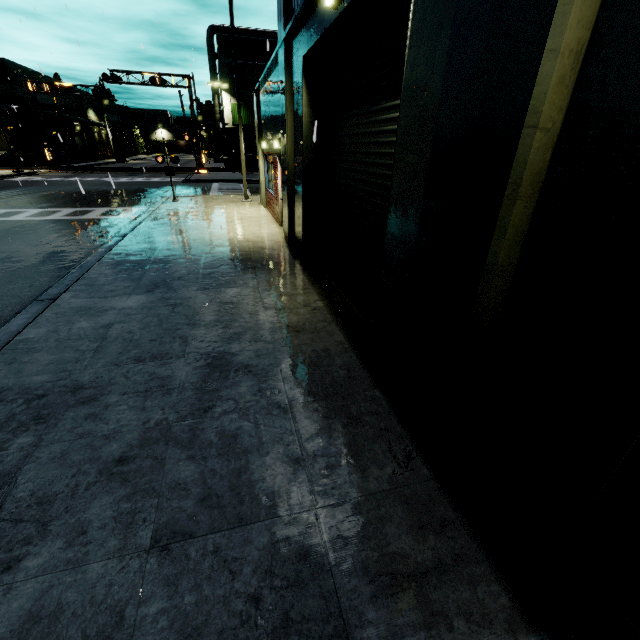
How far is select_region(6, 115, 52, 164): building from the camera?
38.3m

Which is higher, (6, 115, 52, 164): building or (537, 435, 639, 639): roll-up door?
(6, 115, 52, 164): building

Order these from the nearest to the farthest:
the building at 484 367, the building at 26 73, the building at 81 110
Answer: the building at 484 367, the building at 26 73, the building at 81 110

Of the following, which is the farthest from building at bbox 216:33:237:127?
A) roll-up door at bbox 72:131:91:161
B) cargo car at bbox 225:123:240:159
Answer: cargo car at bbox 225:123:240:159

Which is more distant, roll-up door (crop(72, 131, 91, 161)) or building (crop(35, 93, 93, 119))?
roll-up door (crop(72, 131, 91, 161))

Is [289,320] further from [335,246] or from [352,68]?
[352,68]

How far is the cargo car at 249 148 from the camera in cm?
4041

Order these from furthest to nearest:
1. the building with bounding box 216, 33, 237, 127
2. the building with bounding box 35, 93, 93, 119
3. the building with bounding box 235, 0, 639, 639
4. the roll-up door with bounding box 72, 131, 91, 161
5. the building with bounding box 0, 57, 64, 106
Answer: the roll-up door with bounding box 72, 131, 91, 161, the building with bounding box 35, 93, 93, 119, the building with bounding box 216, 33, 237, 127, the building with bounding box 0, 57, 64, 106, the building with bounding box 235, 0, 639, 639
